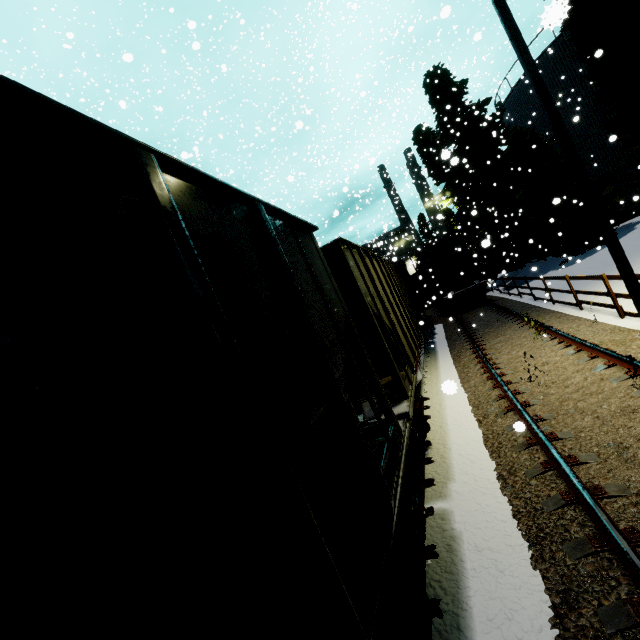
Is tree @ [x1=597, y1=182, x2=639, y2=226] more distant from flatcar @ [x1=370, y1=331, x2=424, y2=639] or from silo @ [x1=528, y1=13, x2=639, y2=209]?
flatcar @ [x1=370, y1=331, x2=424, y2=639]

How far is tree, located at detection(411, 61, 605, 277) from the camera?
18.36m

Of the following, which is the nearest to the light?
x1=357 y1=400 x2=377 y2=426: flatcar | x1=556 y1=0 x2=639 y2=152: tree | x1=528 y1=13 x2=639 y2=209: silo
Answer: x1=528 y1=13 x2=639 y2=209: silo

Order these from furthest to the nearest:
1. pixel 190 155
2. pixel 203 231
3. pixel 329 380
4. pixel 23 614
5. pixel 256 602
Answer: pixel 190 155, pixel 329 380, pixel 203 231, pixel 256 602, pixel 23 614

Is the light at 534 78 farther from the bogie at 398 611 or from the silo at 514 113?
the bogie at 398 611

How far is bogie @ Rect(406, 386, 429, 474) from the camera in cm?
527

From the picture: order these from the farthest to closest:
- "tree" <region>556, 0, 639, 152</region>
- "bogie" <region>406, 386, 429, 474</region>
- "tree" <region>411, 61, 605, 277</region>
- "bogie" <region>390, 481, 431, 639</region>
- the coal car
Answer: "tree" <region>411, 61, 605, 277</region> < "tree" <region>556, 0, 639, 152</region> < "bogie" <region>406, 386, 429, 474</region> < "bogie" <region>390, 481, 431, 639</region> < the coal car

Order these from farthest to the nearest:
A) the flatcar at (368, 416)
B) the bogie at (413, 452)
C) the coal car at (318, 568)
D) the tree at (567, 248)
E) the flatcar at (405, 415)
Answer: the tree at (567, 248) → the bogie at (413, 452) → the flatcar at (368, 416) → the flatcar at (405, 415) → the coal car at (318, 568)
